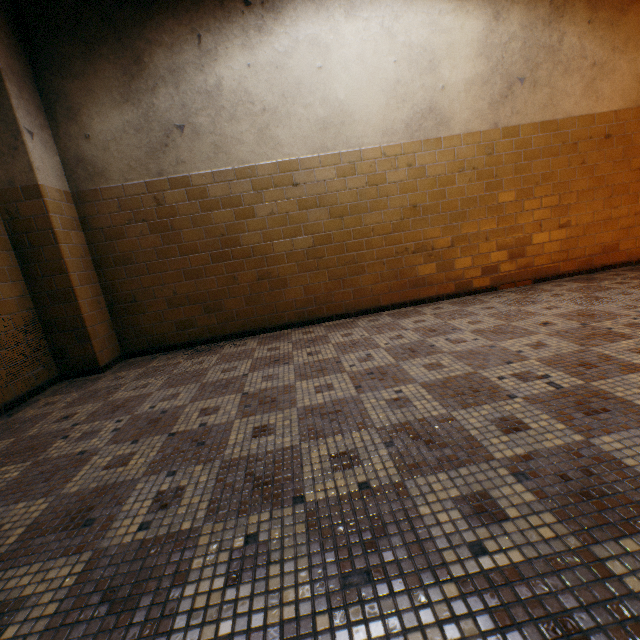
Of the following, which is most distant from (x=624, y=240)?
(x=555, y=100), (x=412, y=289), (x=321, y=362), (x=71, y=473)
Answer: (x=71, y=473)
